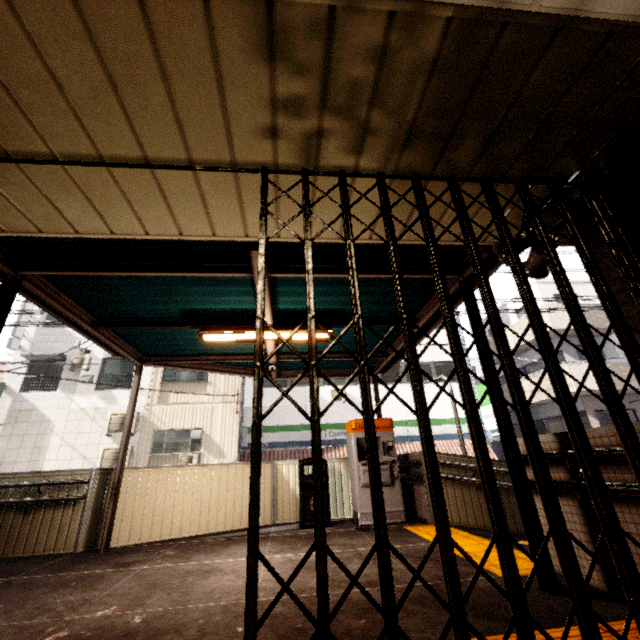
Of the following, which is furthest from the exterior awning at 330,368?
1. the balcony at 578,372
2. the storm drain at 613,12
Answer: the balcony at 578,372

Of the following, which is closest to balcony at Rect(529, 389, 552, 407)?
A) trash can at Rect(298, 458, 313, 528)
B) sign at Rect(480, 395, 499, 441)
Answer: sign at Rect(480, 395, 499, 441)

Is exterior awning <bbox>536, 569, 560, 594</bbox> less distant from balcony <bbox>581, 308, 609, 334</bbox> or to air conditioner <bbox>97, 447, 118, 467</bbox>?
air conditioner <bbox>97, 447, 118, 467</bbox>

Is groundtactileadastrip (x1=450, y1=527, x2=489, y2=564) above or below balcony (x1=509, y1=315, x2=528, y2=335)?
below

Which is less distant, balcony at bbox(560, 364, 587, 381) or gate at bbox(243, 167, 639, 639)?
gate at bbox(243, 167, 639, 639)

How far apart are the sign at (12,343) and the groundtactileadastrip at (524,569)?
17.15m

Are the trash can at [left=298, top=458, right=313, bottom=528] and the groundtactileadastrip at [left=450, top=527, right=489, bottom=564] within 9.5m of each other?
yes

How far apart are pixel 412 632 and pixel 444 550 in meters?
1.3 m
